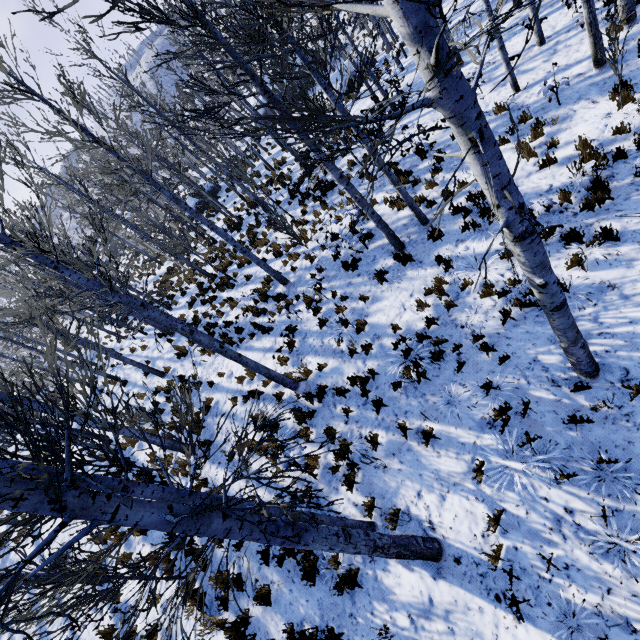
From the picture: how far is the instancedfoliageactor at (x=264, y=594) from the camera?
5.9m

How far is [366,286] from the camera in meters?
8.8 m

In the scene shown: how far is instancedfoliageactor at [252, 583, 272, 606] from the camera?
5.9 meters

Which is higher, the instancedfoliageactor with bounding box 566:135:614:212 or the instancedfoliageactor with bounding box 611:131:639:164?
the instancedfoliageactor with bounding box 566:135:614:212
